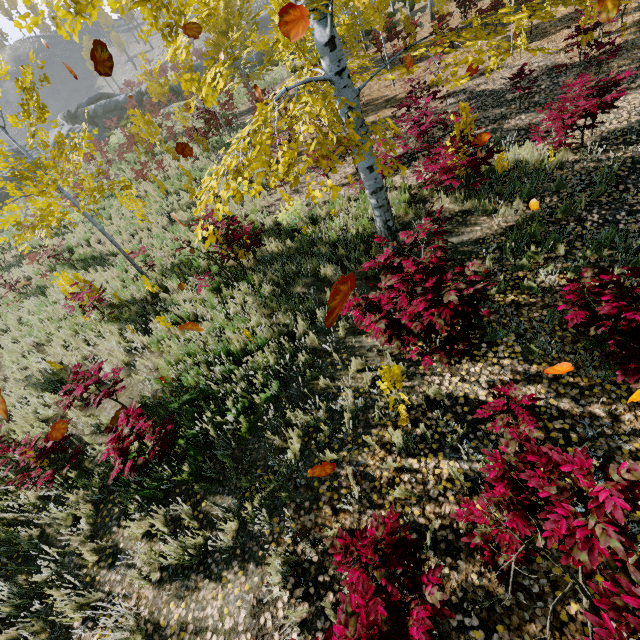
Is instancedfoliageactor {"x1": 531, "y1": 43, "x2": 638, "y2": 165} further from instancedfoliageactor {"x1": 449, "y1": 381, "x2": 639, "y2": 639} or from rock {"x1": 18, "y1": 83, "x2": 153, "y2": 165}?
rock {"x1": 18, "y1": 83, "x2": 153, "y2": 165}

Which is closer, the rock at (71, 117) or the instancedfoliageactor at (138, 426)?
the instancedfoliageactor at (138, 426)

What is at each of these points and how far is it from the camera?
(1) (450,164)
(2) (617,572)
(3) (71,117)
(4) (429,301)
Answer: (1) instancedfoliageactor, 6.9 meters
(2) instancedfoliageactor, 2.0 meters
(3) rock, 33.6 meters
(4) instancedfoliageactor, 3.1 meters

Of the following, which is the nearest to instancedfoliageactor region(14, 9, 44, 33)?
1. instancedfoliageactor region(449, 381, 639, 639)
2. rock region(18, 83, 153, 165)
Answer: instancedfoliageactor region(449, 381, 639, 639)

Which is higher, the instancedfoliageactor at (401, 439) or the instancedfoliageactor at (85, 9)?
the instancedfoliageactor at (85, 9)

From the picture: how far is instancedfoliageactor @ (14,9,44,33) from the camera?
3.0m

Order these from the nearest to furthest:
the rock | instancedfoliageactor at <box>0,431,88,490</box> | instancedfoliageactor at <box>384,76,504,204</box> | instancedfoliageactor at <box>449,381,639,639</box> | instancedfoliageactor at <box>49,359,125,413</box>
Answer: instancedfoliageactor at <box>449,381,639,639</box>, instancedfoliageactor at <box>0,431,88,490</box>, instancedfoliageactor at <box>49,359,125,413</box>, instancedfoliageactor at <box>384,76,504,204</box>, the rock
